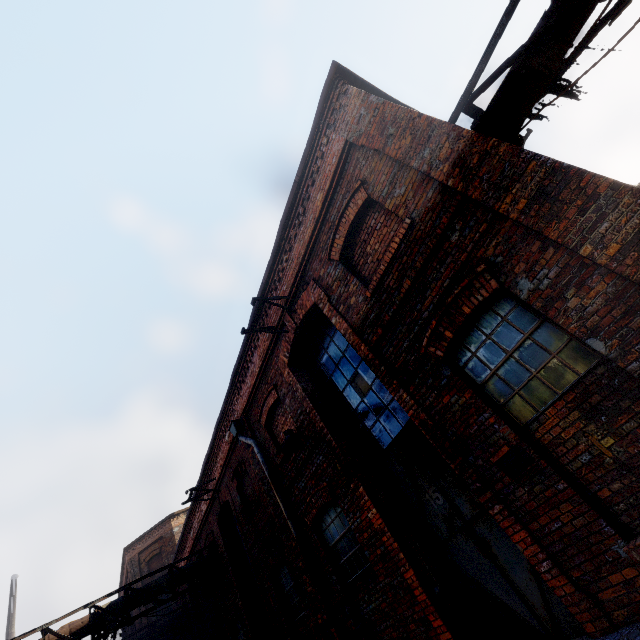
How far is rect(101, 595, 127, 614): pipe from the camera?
10.3 meters

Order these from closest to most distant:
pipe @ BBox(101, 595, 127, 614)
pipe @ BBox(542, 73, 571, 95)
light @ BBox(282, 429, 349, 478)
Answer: pipe @ BBox(542, 73, 571, 95), light @ BBox(282, 429, 349, 478), pipe @ BBox(101, 595, 127, 614)

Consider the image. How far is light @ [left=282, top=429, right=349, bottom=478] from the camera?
6.00m

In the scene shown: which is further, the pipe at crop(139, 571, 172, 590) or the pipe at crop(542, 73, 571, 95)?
the pipe at crop(139, 571, 172, 590)

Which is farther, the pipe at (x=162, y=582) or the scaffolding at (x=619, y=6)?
the pipe at (x=162, y=582)

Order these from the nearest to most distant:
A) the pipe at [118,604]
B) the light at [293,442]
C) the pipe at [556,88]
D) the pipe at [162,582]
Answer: the pipe at [556,88] < the light at [293,442] < the pipe at [118,604] < the pipe at [162,582]

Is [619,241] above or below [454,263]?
below
